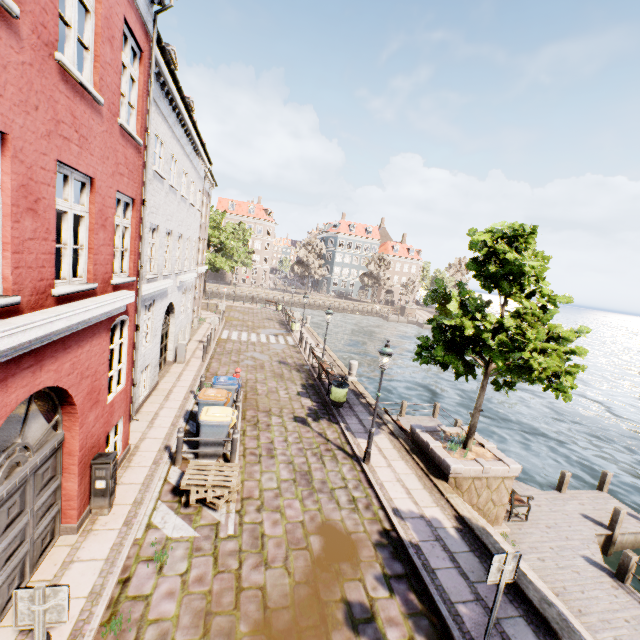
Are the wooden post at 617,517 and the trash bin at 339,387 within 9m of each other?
no

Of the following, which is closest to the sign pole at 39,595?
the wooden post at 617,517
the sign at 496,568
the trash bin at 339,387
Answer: the sign at 496,568

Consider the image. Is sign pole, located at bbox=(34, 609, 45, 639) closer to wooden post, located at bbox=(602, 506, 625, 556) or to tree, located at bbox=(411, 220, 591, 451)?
tree, located at bbox=(411, 220, 591, 451)

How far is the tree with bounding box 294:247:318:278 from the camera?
58.2 meters

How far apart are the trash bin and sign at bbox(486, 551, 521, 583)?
8.70m

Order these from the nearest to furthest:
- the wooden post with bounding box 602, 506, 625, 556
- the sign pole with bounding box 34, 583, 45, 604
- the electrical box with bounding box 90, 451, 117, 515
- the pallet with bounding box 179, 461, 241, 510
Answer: the sign pole with bounding box 34, 583, 45, 604, the electrical box with bounding box 90, 451, 117, 515, the pallet with bounding box 179, 461, 241, 510, the wooden post with bounding box 602, 506, 625, 556

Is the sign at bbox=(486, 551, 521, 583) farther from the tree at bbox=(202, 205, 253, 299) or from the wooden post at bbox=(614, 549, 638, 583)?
the tree at bbox=(202, 205, 253, 299)

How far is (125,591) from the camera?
5.3m
